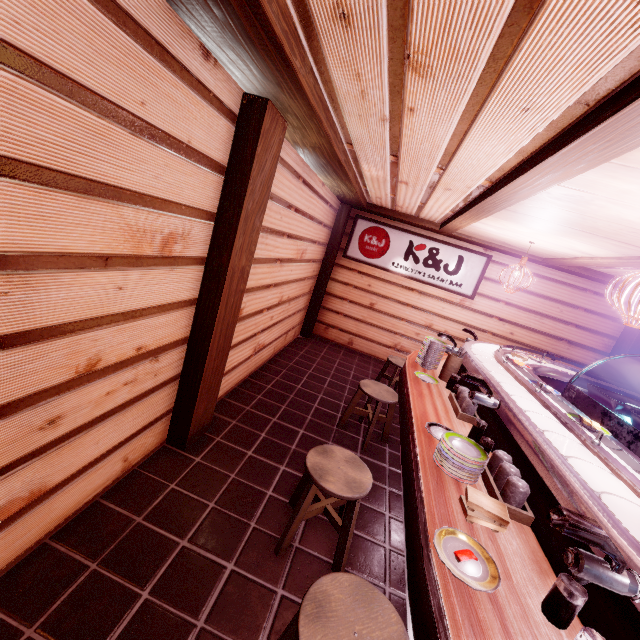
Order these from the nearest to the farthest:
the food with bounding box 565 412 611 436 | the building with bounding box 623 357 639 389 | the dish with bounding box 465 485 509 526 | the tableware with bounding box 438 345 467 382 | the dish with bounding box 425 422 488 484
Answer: the dish with bounding box 465 485 509 526 < the dish with bounding box 425 422 488 484 < the food with bounding box 565 412 611 436 < the tableware with bounding box 438 345 467 382 < the building with bounding box 623 357 639 389

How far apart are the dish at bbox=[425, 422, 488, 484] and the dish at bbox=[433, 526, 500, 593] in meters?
0.7

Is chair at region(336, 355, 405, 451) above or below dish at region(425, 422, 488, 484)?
below

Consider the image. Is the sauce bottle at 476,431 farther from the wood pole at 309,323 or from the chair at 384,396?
the wood pole at 309,323

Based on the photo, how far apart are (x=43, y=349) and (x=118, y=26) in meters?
2.5 m

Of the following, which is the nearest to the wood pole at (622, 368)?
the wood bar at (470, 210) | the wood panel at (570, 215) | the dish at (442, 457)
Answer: the wood bar at (470, 210)

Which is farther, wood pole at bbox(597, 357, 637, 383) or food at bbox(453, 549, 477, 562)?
wood pole at bbox(597, 357, 637, 383)

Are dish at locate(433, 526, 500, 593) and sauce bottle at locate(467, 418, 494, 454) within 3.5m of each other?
yes
